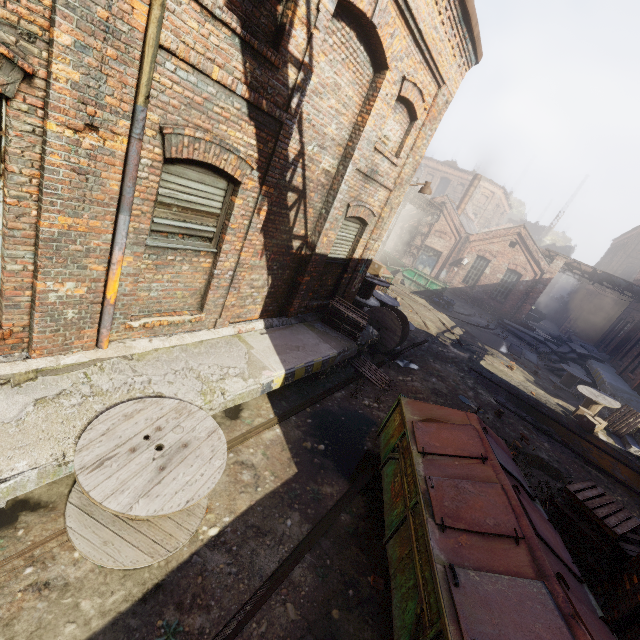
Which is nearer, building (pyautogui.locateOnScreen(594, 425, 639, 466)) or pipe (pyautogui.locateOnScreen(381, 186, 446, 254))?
building (pyautogui.locateOnScreen(594, 425, 639, 466))

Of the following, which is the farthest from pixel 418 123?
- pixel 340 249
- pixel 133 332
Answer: pixel 133 332

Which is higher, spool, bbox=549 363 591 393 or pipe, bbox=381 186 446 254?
pipe, bbox=381 186 446 254

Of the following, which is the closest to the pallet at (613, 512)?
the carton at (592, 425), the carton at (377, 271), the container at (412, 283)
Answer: the carton at (592, 425)

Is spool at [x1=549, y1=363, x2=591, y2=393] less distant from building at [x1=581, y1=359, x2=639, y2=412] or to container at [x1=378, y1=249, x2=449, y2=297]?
building at [x1=581, y1=359, x2=639, y2=412]

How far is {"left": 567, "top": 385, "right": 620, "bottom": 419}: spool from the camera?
13.20m

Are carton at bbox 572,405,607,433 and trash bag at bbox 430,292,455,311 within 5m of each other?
no

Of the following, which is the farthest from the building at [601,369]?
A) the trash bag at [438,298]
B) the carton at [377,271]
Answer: the carton at [377,271]
